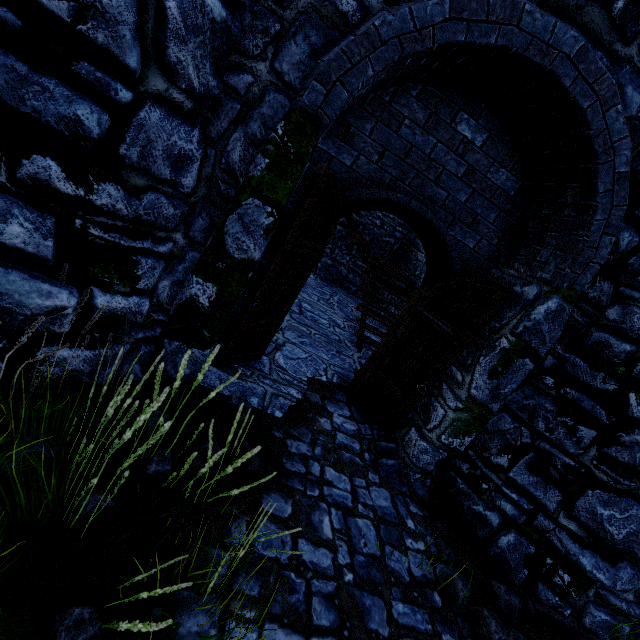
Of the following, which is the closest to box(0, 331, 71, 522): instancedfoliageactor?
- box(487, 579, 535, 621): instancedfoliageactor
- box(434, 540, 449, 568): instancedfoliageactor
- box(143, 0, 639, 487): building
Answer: box(143, 0, 639, 487): building

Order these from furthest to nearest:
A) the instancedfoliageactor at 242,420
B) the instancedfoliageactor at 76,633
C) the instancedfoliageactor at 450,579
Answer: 1. the instancedfoliageactor at 450,579
2. the instancedfoliageactor at 242,420
3. the instancedfoliageactor at 76,633

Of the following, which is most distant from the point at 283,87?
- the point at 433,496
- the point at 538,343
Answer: the point at 433,496

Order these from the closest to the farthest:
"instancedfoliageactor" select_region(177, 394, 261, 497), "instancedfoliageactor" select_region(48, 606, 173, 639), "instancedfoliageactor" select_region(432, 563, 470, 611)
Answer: "instancedfoliageactor" select_region(48, 606, 173, 639) < "instancedfoliageactor" select_region(177, 394, 261, 497) < "instancedfoliageactor" select_region(432, 563, 470, 611)

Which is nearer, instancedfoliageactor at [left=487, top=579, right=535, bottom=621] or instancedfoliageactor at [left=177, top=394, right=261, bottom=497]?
instancedfoliageactor at [left=177, top=394, right=261, bottom=497]

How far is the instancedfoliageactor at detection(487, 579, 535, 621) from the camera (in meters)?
3.19

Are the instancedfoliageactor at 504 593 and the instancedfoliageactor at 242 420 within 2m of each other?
no

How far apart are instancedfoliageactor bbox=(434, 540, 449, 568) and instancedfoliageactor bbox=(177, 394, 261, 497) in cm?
232
